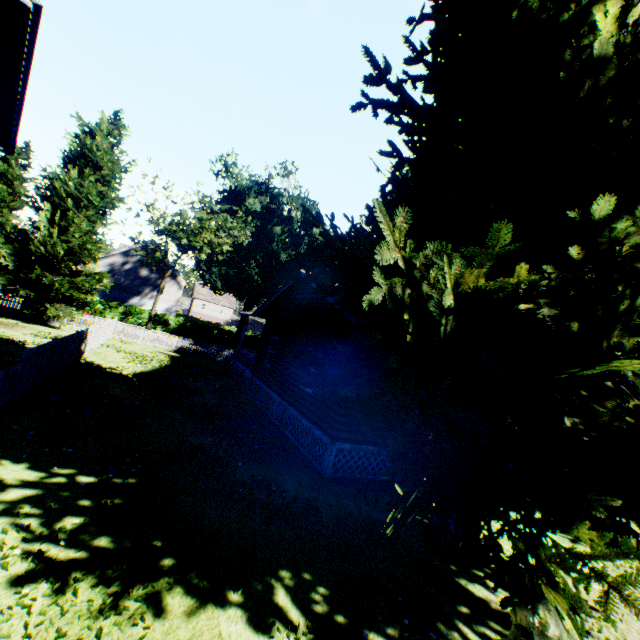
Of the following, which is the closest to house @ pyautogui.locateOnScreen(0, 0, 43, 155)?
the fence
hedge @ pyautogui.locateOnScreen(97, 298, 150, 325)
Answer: the fence

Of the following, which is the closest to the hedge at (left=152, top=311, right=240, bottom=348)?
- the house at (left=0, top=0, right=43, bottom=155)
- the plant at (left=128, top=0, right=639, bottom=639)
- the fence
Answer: the plant at (left=128, top=0, right=639, bottom=639)

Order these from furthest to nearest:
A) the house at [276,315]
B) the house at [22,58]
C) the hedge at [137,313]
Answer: the hedge at [137,313]
the house at [276,315]
the house at [22,58]

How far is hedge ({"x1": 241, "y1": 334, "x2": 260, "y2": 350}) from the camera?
45.19m

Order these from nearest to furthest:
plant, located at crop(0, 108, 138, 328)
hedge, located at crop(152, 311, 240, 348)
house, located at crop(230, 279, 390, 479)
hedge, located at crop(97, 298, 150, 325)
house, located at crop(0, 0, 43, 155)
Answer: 1. house, located at crop(0, 0, 43, 155)
2. house, located at crop(230, 279, 390, 479)
3. plant, located at crop(0, 108, 138, 328)
4. hedge, located at crop(97, 298, 150, 325)
5. hedge, located at crop(152, 311, 240, 348)

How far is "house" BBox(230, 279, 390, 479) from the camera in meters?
9.9 m

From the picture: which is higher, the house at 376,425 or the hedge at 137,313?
the house at 376,425

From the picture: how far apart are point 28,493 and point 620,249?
10.0m
